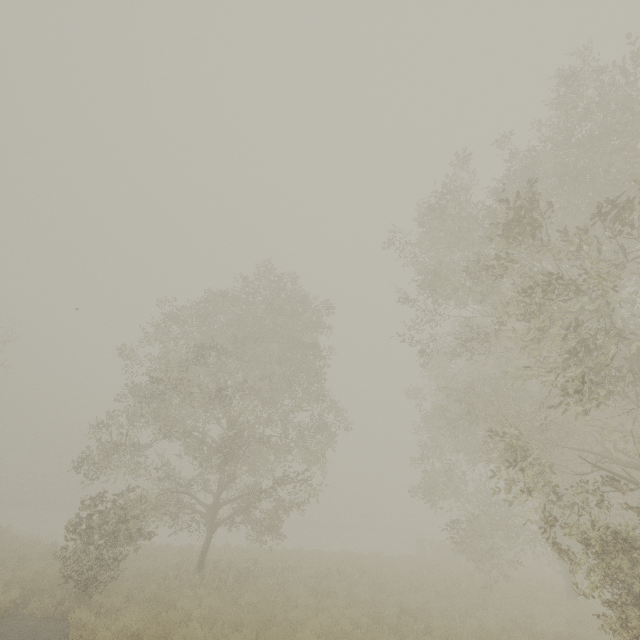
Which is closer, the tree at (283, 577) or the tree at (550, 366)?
the tree at (550, 366)

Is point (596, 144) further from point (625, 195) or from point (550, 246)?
point (550, 246)

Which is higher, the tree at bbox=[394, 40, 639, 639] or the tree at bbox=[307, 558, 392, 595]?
the tree at bbox=[394, 40, 639, 639]

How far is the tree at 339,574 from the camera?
13.8 meters

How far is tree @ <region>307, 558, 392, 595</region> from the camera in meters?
13.8

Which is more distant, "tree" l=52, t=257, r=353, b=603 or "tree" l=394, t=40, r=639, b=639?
Answer: "tree" l=52, t=257, r=353, b=603
